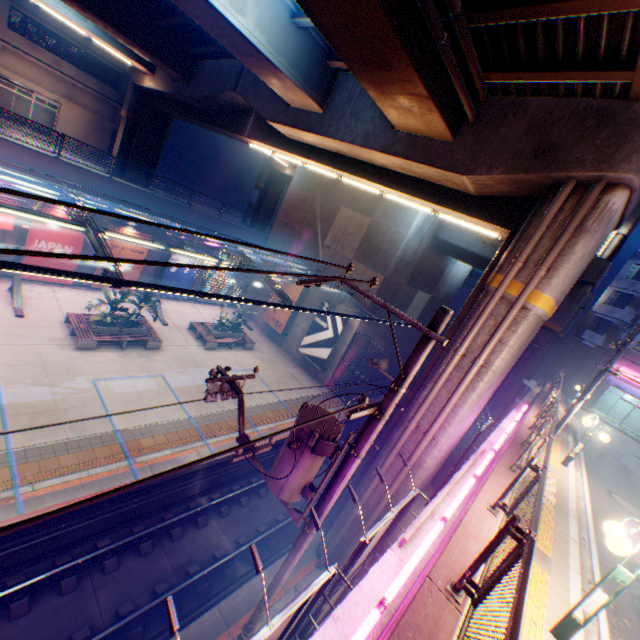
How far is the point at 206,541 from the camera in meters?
11.4

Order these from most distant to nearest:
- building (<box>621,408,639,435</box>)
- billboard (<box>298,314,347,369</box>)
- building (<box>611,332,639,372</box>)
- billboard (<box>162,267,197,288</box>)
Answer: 1. building (<box>621,408,639,435</box>)
2. building (<box>611,332,639,372</box>)
3. billboard (<box>162,267,197,288</box>)
4. billboard (<box>298,314,347,369</box>)

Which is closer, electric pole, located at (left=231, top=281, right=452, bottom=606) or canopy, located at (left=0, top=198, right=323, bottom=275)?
electric pole, located at (left=231, top=281, right=452, bottom=606)

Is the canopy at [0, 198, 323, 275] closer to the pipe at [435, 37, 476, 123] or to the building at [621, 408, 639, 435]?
Answer: the pipe at [435, 37, 476, 123]

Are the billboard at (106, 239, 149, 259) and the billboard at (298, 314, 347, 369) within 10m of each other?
no

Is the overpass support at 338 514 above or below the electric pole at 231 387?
below

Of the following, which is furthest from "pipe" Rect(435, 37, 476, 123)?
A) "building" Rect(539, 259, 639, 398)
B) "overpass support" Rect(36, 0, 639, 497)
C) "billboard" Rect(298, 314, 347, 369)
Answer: "building" Rect(539, 259, 639, 398)

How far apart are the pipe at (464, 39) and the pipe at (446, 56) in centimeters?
27cm
